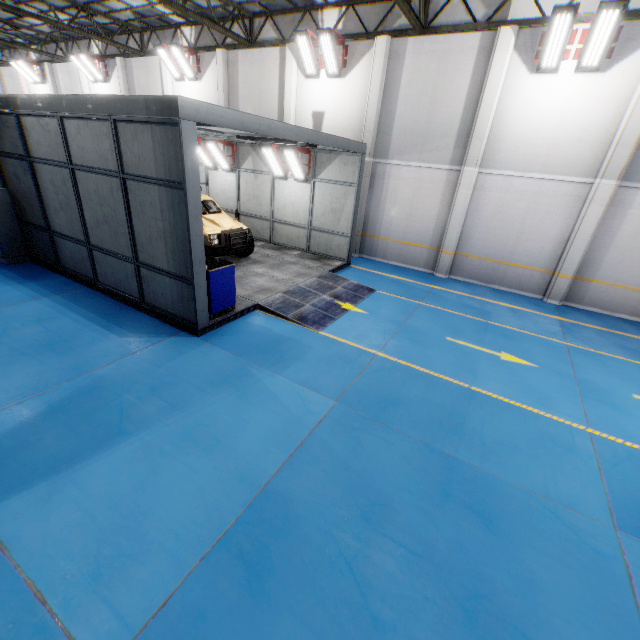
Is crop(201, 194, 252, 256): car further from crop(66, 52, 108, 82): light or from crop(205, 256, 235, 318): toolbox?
crop(66, 52, 108, 82): light

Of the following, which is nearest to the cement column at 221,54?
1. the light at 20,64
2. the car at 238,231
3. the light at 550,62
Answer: the car at 238,231

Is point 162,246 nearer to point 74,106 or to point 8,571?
point 74,106

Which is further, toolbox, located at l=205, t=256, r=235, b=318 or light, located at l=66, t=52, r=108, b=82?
light, located at l=66, t=52, r=108, b=82

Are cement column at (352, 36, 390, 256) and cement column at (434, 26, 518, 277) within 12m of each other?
yes

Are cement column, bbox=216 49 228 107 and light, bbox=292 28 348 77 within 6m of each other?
yes

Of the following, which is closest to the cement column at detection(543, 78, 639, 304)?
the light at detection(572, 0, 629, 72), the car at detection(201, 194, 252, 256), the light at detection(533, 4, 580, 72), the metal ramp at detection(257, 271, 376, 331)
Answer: the light at detection(572, 0, 629, 72)

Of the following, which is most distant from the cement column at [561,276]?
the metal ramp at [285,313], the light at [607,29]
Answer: the metal ramp at [285,313]
